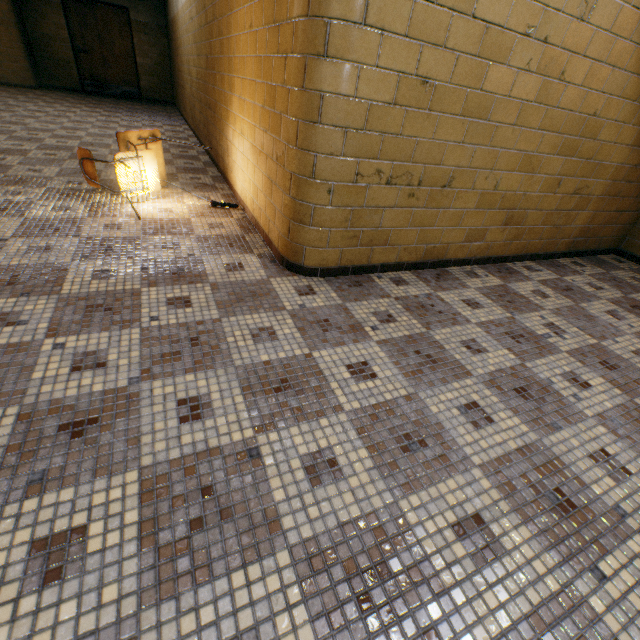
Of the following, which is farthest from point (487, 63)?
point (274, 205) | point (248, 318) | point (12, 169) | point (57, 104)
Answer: point (57, 104)

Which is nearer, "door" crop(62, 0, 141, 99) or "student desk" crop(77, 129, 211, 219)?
"student desk" crop(77, 129, 211, 219)

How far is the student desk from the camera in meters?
2.8

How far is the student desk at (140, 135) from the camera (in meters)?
2.79

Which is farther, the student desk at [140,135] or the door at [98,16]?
the door at [98,16]
